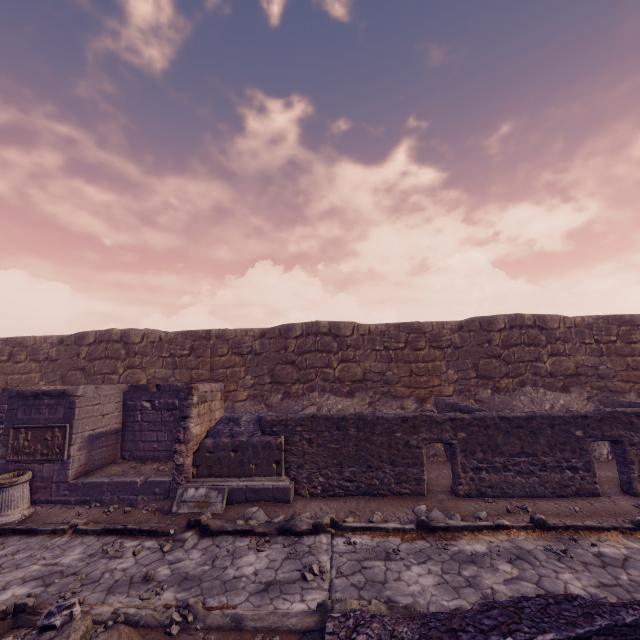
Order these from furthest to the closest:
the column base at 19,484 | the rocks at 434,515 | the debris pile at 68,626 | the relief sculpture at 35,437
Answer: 1. the relief sculpture at 35,437
2. the column base at 19,484
3. the rocks at 434,515
4. the debris pile at 68,626

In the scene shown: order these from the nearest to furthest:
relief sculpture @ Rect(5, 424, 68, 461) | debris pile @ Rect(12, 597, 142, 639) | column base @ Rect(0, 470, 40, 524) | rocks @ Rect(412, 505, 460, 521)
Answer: debris pile @ Rect(12, 597, 142, 639), rocks @ Rect(412, 505, 460, 521), column base @ Rect(0, 470, 40, 524), relief sculpture @ Rect(5, 424, 68, 461)

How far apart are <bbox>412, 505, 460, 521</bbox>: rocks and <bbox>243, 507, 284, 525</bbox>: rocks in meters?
2.8 m

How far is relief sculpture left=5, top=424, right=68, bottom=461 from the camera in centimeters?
811cm

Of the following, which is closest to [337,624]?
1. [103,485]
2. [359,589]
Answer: [359,589]

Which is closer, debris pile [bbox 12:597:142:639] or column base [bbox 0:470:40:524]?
debris pile [bbox 12:597:142:639]

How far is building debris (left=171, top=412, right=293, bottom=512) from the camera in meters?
7.4

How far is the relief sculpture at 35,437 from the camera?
8.1m
